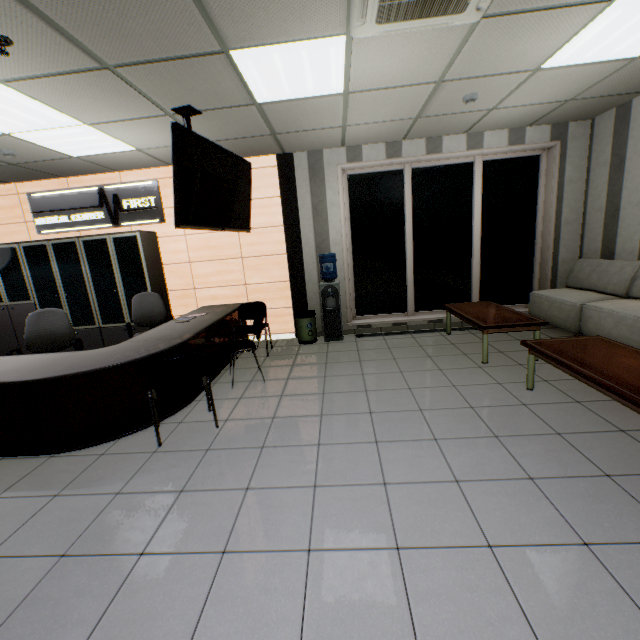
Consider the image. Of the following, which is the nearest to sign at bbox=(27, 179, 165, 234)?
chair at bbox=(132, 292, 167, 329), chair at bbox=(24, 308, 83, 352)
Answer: chair at bbox=(132, 292, 167, 329)

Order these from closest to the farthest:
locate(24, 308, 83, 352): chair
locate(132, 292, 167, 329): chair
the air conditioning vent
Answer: the air conditioning vent, locate(24, 308, 83, 352): chair, locate(132, 292, 167, 329): chair

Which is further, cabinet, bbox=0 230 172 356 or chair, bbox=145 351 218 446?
cabinet, bbox=0 230 172 356

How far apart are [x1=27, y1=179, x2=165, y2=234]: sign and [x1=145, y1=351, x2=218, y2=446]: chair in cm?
372

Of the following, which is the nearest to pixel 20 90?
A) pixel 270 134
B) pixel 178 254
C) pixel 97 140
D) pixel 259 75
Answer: pixel 97 140

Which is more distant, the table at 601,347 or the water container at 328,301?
the water container at 328,301

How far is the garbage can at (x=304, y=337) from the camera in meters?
5.7 m

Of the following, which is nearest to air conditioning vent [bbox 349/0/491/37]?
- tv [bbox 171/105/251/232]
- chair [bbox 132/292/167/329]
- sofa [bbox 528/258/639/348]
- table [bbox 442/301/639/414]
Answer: tv [bbox 171/105/251/232]
